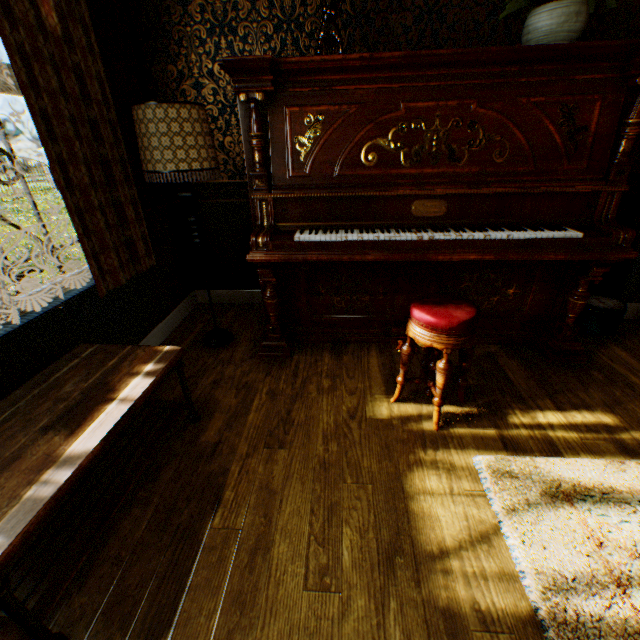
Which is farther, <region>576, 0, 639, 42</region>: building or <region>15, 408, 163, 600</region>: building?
<region>576, 0, 639, 42</region>: building

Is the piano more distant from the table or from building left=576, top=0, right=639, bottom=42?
the table

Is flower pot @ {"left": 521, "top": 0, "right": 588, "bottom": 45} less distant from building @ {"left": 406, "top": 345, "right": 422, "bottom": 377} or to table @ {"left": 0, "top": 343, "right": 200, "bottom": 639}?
building @ {"left": 406, "top": 345, "right": 422, "bottom": 377}

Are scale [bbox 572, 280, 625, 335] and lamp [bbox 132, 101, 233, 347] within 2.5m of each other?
no

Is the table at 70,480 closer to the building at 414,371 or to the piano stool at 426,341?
the building at 414,371

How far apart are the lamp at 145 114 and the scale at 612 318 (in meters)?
3.14

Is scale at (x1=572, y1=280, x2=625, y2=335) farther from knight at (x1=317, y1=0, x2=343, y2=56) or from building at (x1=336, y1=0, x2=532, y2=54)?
knight at (x1=317, y1=0, x2=343, y2=56)

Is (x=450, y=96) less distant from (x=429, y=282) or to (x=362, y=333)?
(x=429, y=282)
